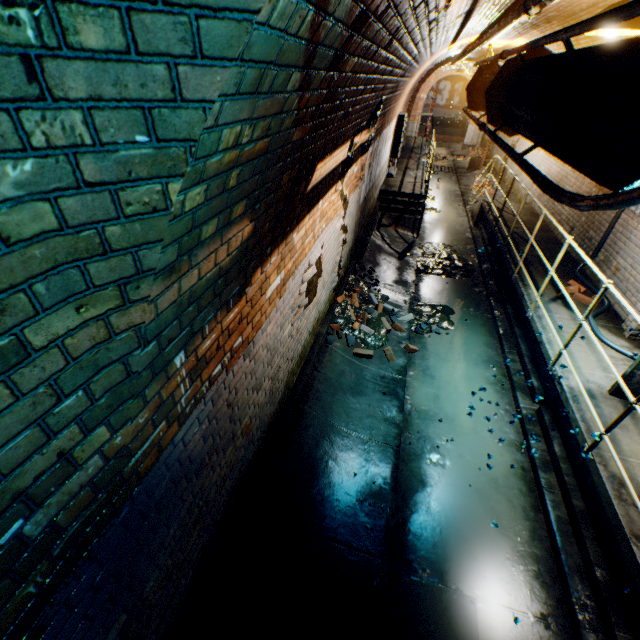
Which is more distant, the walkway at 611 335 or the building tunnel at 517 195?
the building tunnel at 517 195

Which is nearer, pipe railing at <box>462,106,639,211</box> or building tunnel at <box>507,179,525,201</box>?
pipe railing at <box>462,106,639,211</box>

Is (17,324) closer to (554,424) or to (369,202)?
(554,424)

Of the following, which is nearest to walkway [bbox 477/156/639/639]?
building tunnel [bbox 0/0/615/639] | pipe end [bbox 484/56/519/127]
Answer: building tunnel [bbox 0/0/615/639]

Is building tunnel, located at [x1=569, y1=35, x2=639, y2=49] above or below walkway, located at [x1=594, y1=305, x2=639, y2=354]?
above

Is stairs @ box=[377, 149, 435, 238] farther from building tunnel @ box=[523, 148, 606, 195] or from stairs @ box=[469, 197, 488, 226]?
stairs @ box=[469, 197, 488, 226]

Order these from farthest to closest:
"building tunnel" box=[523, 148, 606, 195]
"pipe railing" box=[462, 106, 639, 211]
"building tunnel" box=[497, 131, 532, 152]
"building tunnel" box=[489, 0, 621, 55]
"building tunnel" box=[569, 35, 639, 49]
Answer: "building tunnel" box=[497, 131, 532, 152] → "building tunnel" box=[523, 148, 606, 195] → "building tunnel" box=[569, 35, 639, 49] → "building tunnel" box=[489, 0, 621, 55] → "pipe railing" box=[462, 106, 639, 211]

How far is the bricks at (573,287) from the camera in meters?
5.4 m
